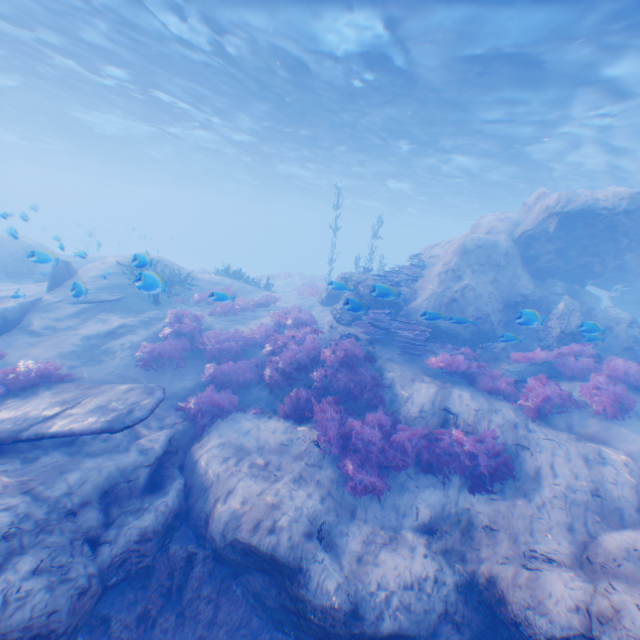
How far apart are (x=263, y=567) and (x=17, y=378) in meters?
7.1 m

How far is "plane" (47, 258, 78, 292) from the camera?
12.2m

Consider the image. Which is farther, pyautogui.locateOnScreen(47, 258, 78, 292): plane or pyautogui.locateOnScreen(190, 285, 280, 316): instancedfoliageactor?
pyautogui.locateOnScreen(47, 258, 78, 292): plane

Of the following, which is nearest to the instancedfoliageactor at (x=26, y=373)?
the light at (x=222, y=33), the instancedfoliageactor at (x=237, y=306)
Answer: the instancedfoliageactor at (x=237, y=306)

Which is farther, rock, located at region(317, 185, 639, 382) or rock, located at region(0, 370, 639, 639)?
rock, located at region(317, 185, 639, 382)

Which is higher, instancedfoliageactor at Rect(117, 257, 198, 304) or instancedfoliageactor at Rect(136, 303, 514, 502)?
instancedfoliageactor at Rect(117, 257, 198, 304)

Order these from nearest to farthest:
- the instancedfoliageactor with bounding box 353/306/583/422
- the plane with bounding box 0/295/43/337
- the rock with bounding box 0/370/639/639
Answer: the rock with bounding box 0/370/639/639 < the instancedfoliageactor with bounding box 353/306/583/422 < the plane with bounding box 0/295/43/337

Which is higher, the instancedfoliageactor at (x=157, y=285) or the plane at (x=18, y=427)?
the instancedfoliageactor at (x=157, y=285)
